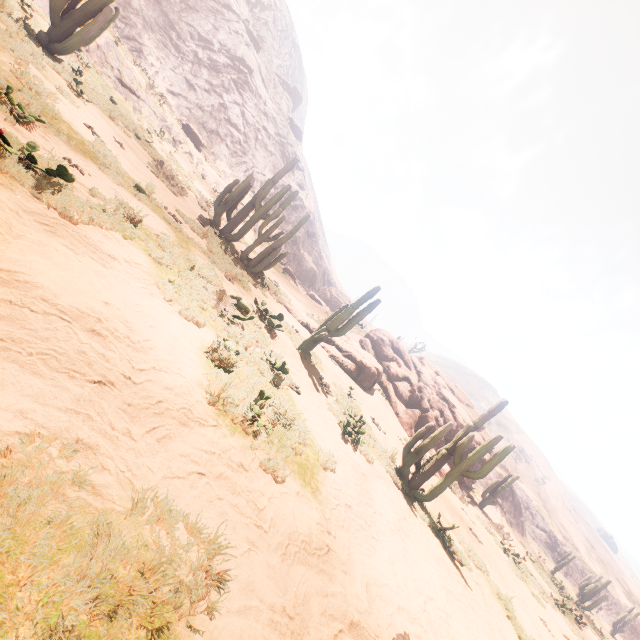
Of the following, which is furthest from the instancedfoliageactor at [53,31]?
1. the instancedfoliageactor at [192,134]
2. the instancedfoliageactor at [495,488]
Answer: the instancedfoliageactor at [495,488]

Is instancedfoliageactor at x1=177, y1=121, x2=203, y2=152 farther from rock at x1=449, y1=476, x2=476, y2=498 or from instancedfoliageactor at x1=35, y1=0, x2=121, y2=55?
rock at x1=449, y1=476, x2=476, y2=498

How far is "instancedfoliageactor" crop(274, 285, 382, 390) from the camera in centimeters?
1089cm

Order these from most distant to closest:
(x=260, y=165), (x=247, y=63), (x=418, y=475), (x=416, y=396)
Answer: (x=247, y=63), (x=260, y=165), (x=416, y=396), (x=418, y=475)

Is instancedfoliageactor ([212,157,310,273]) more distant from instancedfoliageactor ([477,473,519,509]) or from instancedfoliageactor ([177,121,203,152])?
instancedfoliageactor ([477,473,519,509])

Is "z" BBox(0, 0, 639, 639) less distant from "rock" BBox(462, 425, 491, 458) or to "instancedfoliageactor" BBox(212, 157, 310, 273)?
"rock" BBox(462, 425, 491, 458)

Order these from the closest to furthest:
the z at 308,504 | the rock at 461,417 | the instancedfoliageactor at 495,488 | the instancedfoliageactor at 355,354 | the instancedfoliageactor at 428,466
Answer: the z at 308,504 → the instancedfoliageactor at 428,466 → the instancedfoliageactor at 355,354 → the rock at 461,417 → the instancedfoliageactor at 495,488

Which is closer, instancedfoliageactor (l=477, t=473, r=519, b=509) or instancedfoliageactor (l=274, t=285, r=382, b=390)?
instancedfoliageactor (l=274, t=285, r=382, b=390)
